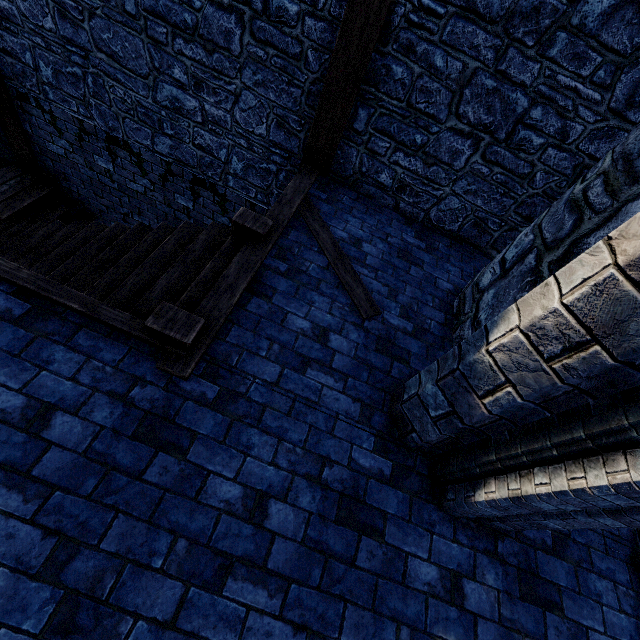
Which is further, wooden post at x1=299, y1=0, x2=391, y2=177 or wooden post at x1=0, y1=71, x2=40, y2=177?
wooden post at x1=0, y1=71, x2=40, y2=177

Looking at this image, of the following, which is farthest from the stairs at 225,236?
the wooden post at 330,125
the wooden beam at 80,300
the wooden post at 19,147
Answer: the wooden post at 19,147

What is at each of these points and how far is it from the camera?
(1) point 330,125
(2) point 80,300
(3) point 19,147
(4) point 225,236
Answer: (1) wooden post, 4.0 meters
(2) wooden beam, 2.4 meters
(3) wooden post, 5.8 meters
(4) stairs, 3.6 meters

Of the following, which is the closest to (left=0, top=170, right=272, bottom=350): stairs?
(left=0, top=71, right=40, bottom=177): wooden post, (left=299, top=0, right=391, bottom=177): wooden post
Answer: (left=299, top=0, right=391, bottom=177): wooden post

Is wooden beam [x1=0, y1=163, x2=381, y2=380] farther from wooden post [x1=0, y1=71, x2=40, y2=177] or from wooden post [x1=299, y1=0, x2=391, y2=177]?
wooden post [x1=0, y1=71, x2=40, y2=177]

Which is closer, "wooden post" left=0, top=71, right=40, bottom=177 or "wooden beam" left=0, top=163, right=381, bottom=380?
"wooden beam" left=0, top=163, right=381, bottom=380

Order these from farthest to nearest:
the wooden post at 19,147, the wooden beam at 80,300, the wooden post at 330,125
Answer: the wooden post at 19,147
the wooden post at 330,125
the wooden beam at 80,300

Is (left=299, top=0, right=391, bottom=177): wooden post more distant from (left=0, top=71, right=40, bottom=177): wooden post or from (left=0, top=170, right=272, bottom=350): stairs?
(left=0, top=71, right=40, bottom=177): wooden post
